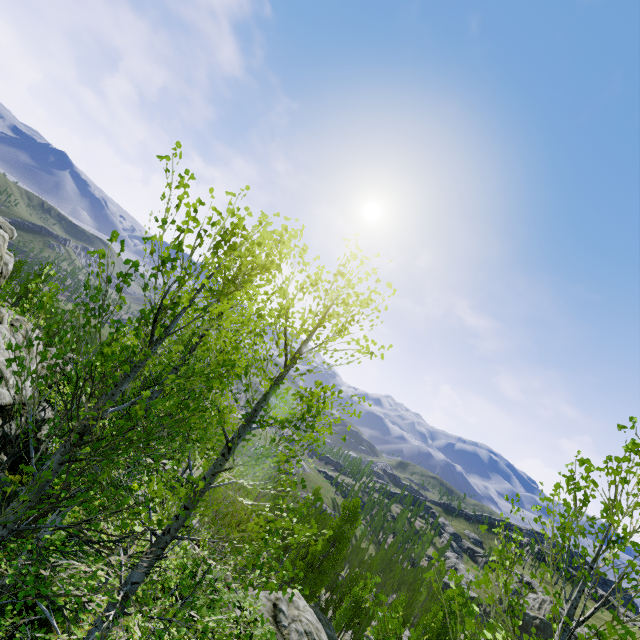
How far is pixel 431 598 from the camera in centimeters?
5588cm

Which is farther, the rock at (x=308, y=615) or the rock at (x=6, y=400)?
the rock at (x=308, y=615)

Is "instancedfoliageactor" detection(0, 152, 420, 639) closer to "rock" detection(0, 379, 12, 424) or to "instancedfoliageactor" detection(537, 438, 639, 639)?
"rock" detection(0, 379, 12, 424)

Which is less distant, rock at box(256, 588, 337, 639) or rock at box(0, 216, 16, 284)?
rock at box(0, 216, 16, 284)

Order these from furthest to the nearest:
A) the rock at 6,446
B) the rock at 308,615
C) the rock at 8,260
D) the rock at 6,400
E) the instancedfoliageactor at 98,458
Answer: the rock at 308,615
the rock at 6,400
the rock at 6,446
the rock at 8,260
the instancedfoliageactor at 98,458

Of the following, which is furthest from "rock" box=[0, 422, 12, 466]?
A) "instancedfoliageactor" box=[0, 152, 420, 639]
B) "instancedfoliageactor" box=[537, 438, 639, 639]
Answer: "instancedfoliageactor" box=[537, 438, 639, 639]

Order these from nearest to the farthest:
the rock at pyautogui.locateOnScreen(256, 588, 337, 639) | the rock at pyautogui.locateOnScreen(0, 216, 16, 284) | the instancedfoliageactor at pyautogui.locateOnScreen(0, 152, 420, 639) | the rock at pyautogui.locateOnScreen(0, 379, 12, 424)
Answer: the instancedfoliageactor at pyautogui.locateOnScreen(0, 152, 420, 639), the rock at pyautogui.locateOnScreen(0, 216, 16, 284), the rock at pyautogui.locateOnScreen(0, 379, 12, 424), the rock at pyautogui.locateOnScreen(256, 588, 337, 639)
